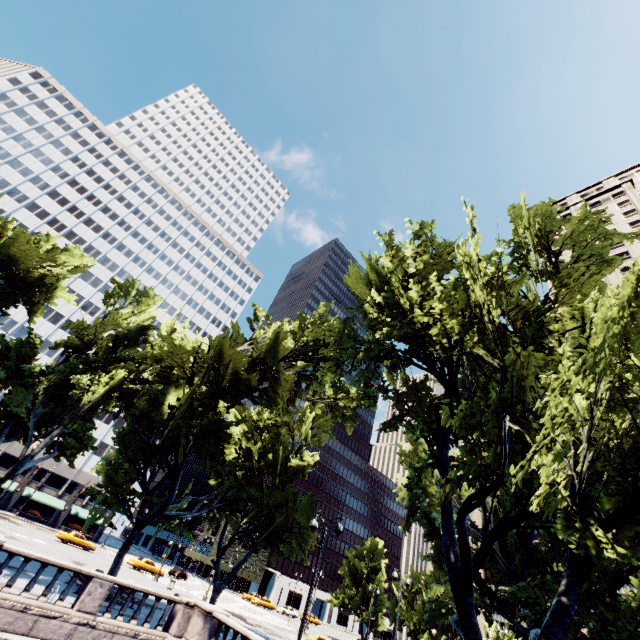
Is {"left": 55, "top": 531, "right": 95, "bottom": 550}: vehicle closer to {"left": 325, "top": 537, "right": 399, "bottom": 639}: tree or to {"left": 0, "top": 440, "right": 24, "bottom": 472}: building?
{"left": 0, "top": 440, "right": 24, "bottom": 472}: building

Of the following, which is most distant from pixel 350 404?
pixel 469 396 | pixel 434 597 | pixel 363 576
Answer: pixel 363 576

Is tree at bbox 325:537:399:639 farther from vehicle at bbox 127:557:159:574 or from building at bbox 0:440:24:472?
vehicle at bbox 127:557:159:574

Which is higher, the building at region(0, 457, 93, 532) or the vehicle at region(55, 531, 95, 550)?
the building at region(0, 457, 93, 532)

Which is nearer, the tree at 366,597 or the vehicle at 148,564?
the vehicle at 148,564

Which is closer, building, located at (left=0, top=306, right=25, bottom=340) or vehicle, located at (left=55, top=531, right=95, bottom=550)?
vehicle, located at (left=55, top=531, right=95, bottom=550)

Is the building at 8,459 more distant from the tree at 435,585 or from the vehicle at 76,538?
the vehicle at 76,538

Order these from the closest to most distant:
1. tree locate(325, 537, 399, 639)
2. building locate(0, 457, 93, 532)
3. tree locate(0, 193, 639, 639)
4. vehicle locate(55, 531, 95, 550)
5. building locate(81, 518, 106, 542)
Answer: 1. tree locate(0, 193, 639, 639)
2. vehicle locate(55, 531, 95, 550)
3. tree locate(325, 537, 399, 639)
4. building locate(0, 457, 93, 532)
5. building locate(81, 518, 106, 542)
